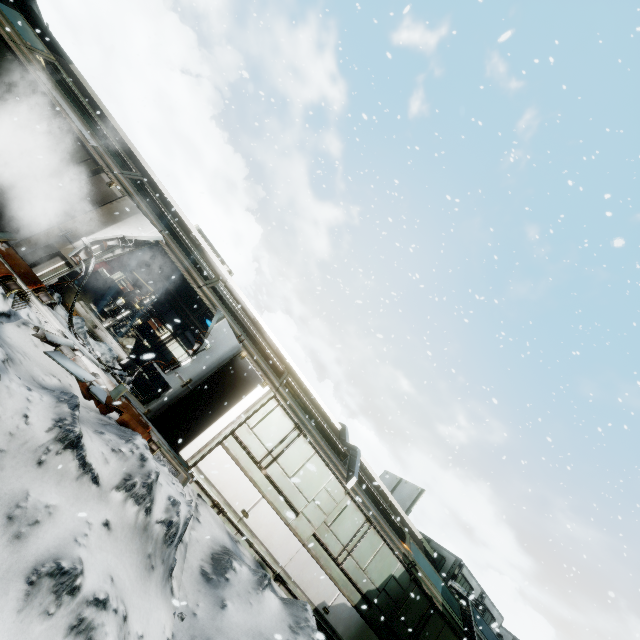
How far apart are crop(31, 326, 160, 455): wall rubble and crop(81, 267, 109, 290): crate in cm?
1085

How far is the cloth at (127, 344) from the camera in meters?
13.5

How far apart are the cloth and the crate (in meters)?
3.26

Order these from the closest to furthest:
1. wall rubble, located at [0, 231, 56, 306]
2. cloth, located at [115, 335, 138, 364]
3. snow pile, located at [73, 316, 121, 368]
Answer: wall rubble, located at [0, 231, 56, 306]
snow pile, located at [73, 316, 121, 368]
cloth, located at [115, 335, 138, 364]

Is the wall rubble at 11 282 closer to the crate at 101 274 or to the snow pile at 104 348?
the snow pile at 104 348

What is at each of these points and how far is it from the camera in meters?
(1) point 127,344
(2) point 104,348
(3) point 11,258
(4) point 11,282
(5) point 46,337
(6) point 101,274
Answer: (1) cloth, 14.1
(2) snow pile, 7.9
(3) wall rubble, 6.4
(4) wall rubble, 5.5
(5) wall rubble, 5.5
(6) crate, 15.8

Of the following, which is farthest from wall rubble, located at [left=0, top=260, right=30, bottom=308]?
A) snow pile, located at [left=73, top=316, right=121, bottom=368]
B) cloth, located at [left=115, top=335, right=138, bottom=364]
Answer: cloth, located at [left=115, top=335, right=138, bottom=364]

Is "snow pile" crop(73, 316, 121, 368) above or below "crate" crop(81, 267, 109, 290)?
below
